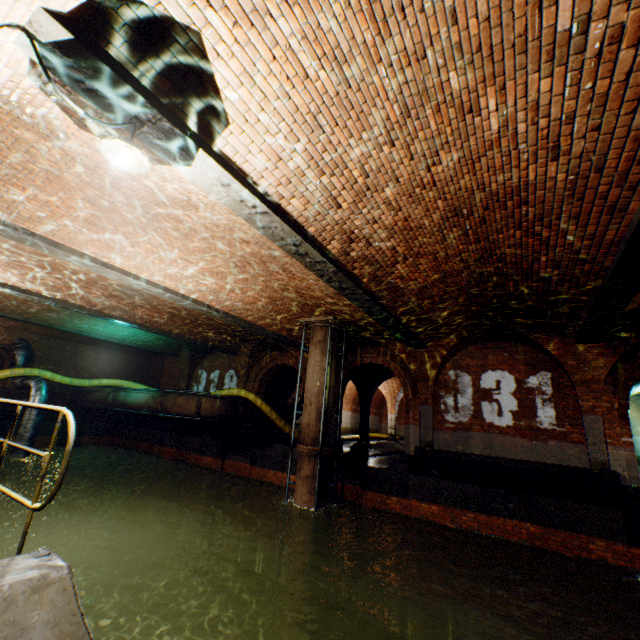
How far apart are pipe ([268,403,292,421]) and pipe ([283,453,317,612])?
5.7m

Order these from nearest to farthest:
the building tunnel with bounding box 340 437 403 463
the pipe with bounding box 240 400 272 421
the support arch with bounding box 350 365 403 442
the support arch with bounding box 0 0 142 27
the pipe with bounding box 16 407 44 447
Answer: the support arch with bounding box 0 0 142 27 < the pipe with bounding box 16 407 44 447 < the building tunnel with bounding box 340 437 403 463 < the pipe with bounding box 240 400 272 421 < the support arch with bounding box 350 365 403 442

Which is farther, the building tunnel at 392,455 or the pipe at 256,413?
the pipe at 256,413

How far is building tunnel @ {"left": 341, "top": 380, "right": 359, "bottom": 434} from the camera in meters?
27.0

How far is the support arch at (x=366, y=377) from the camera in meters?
18.9

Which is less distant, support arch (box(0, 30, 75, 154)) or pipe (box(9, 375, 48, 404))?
support arch (box(0, 30, 75, 154))

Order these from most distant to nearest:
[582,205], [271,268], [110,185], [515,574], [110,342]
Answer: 1. [110,342]
2. [515,574]
3. [271,268]
4. [110,185]
5. [582,205]

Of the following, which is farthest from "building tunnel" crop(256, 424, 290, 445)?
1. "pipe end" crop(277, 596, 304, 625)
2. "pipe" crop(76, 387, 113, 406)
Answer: "pipe" crop(76, 387, 113, 406)
